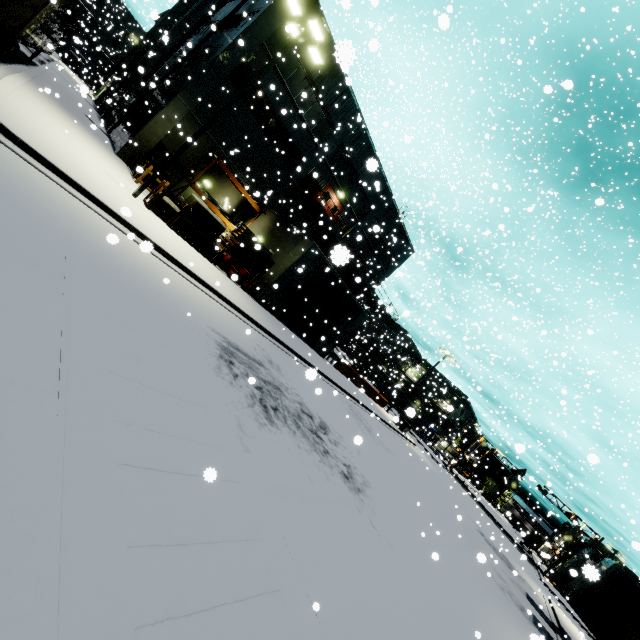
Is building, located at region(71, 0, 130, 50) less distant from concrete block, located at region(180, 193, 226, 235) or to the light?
concrete block, located at region(180, 193, 226, 235)

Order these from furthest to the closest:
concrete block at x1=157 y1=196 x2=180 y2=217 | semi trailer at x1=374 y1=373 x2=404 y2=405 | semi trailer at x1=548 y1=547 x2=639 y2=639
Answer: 1. semi trailer at x1=374 y1=373 x2=404 y2=405
2. concrete block at x1=157 y1=196 x2=180 y2=217
3. semi trailer at x1=548 y1=547 x2=639 y2=639

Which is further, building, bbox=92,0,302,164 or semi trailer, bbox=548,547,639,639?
building, bbox=92,0,302,164

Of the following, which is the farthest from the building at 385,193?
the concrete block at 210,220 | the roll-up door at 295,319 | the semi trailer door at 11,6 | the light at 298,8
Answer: the light at 298,8

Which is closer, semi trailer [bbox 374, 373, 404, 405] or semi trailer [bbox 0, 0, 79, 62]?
semi trailer [bbox 0, 0, 79, 62]

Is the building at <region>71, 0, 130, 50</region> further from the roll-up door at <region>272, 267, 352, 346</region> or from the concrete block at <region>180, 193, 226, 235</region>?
the concrete block at <region>180, 193, 226, 235</region>

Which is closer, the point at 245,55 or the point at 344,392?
the point at 245,55

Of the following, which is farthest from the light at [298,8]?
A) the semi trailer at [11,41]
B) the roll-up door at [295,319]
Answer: the roll-up door at [295,319]
